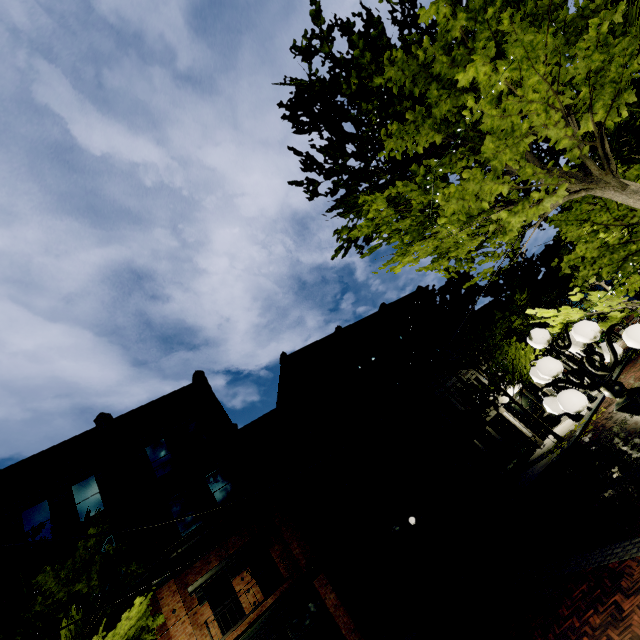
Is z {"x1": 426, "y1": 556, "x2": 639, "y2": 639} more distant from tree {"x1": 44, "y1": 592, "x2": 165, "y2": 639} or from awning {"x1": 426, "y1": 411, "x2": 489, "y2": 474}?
awning {"x1": 426, "y1": 411, "x2": 489, "y2": 474}

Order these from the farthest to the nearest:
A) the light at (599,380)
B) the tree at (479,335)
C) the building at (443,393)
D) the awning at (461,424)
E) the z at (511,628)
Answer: the building at (443,393), the tree at (479,335), the awning at (461,424), the z at (511,628), the light at (599,380)

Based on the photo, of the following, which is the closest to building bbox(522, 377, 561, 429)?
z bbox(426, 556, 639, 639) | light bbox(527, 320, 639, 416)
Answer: z bbox(426, 556, 639, 639)

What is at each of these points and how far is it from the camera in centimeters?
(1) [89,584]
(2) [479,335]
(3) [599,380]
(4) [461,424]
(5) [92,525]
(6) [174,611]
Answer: (1) tree, 976cm
(2) tree, 2045cm
(3) light, 347cm
(4) awning, 1614cm
(5) tree, 1075cm
(6) building, 1210cm

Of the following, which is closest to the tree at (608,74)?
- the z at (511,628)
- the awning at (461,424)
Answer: the z at (511,628)

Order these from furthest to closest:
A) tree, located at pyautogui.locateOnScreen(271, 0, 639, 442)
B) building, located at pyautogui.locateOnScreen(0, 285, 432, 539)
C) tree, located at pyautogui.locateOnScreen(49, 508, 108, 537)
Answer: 1. building, located at pyautogui.locateOnScreen(0, 285, 432, 539)
2. tree, located at pyautogui.locateOnScreen(49, 508, 108, 537)
3. tree, located at pyautogui.locateOnScreen(271, 0, 639, 442)

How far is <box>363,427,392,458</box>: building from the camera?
18.4m
